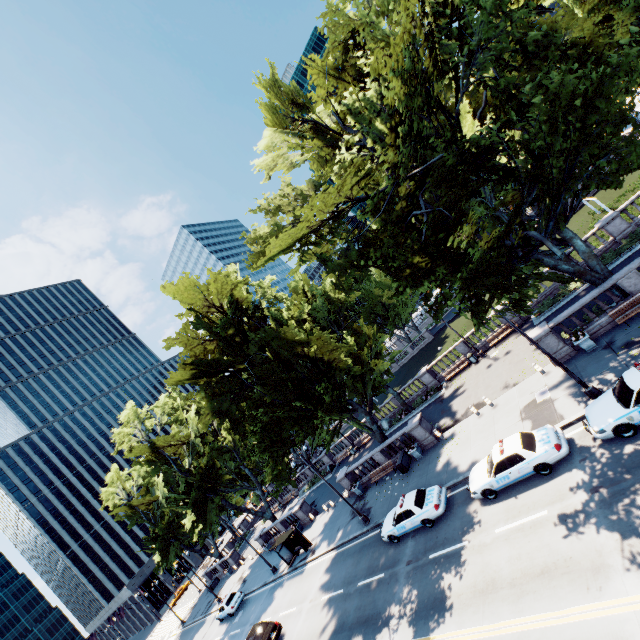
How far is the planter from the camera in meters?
17.7 m

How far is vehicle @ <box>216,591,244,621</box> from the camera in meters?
33.0

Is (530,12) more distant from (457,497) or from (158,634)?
(158,634)

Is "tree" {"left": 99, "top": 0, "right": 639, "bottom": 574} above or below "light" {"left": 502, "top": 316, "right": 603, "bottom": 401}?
above

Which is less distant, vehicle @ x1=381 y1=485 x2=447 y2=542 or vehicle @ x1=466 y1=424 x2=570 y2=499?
vehicle @ x1=466 y1=424 x2=570 y2=499

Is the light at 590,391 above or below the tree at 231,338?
below

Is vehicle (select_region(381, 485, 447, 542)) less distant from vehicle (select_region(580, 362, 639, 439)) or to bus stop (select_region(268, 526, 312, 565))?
vehicle (select_region(580, 362, 639, 439))

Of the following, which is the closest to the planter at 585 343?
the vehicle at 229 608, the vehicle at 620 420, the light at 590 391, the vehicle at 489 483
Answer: the light at 590 391
